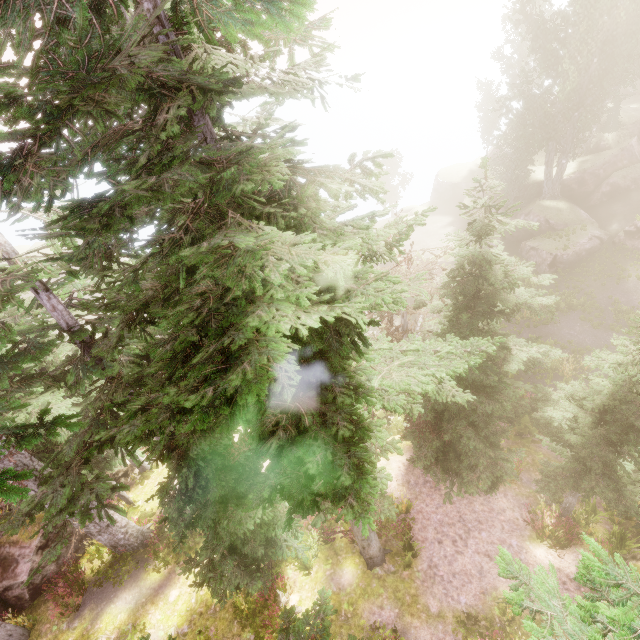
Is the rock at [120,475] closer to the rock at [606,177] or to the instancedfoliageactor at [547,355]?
the instancedfoliageactor at [547,355]

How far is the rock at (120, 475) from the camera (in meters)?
17.97

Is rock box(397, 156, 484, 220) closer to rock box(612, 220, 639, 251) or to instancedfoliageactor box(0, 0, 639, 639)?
rock box(612, 220, 639, 251)

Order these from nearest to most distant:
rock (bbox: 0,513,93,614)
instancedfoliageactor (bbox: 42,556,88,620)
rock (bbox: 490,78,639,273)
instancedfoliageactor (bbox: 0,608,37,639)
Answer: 1. instancedfoliageactor (bbox: 0,608,37,639)
2. instancedfoliageactor (bbox: 42,556,88,620)
3. rock (bbox: 0,513,93,614)
4. rock (bbox: 490,78,639,273)

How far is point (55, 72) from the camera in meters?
2.2

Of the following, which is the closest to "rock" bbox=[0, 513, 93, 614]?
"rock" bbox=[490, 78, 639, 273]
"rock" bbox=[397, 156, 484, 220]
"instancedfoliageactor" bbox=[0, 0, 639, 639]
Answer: "instancedfoliageactor" bbox=[0, 0, 639, 639]

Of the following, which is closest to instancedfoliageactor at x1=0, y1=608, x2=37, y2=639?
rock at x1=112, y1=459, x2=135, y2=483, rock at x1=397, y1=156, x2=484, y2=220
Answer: rock at x1=112, y1=459, x2=135, y2=483

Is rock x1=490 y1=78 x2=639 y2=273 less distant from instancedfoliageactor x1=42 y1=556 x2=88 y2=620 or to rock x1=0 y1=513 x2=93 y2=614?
instancedfoliageactor x1=42 y1=556 x2=88 y2=620
